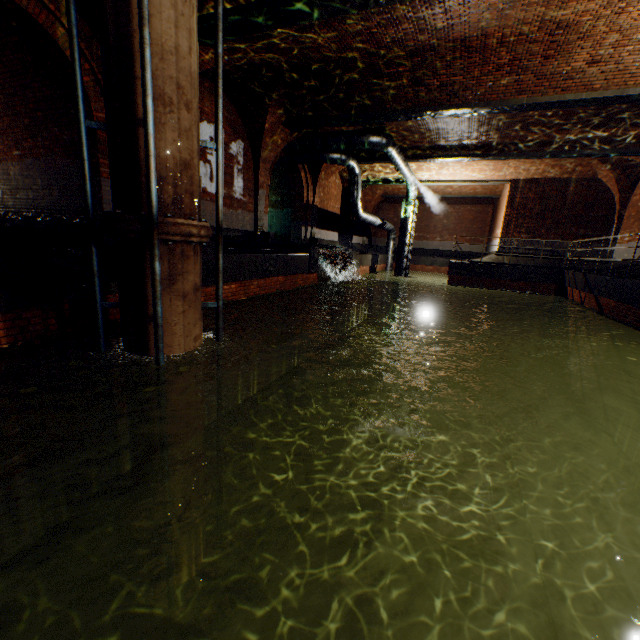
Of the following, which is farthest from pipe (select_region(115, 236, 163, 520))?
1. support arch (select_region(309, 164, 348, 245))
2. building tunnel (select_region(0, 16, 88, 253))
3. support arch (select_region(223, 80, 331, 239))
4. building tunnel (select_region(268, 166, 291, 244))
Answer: support arch (select_region(309, 164, 348, 245))

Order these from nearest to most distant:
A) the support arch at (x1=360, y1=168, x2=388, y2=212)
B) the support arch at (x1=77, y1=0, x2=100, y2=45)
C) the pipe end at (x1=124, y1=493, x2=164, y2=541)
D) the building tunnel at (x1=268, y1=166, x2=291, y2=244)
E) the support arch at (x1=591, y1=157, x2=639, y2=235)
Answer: the pipe end at (x1=124, y1=493, x2=164, y2=541) → the support arch at (x1=77, y1=0, x2=100, y2=45) → the support arch at (x1=591, y1=157, x2=639, y2=235) → the building tunnel at (x1=268, y1=166, x2=291, y2=244) → the support arch at (x1=360, y1=168, x2=388, y2=212)

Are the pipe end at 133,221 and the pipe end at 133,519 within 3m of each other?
no

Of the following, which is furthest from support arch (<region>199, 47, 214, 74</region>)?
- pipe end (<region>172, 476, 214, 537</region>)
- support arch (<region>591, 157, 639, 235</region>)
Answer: support arch (<region>591, 157, 639, 235</region>)

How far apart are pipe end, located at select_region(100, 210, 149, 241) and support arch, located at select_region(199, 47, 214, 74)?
3.68m

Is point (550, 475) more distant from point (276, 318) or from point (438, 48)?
point (438, 48)

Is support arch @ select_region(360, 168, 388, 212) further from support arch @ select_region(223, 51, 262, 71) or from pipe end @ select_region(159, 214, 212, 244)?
pipe end @ select_region(159, 214, 212, 244)

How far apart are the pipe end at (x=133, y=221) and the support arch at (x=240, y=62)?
3.68m
